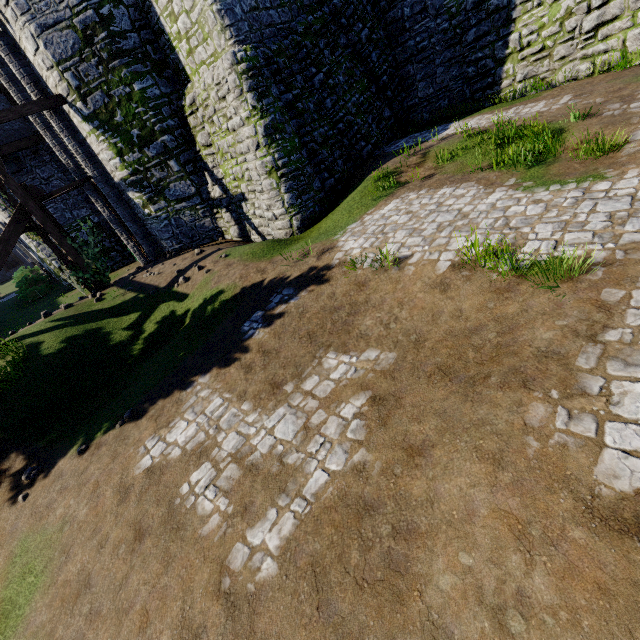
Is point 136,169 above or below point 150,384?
above

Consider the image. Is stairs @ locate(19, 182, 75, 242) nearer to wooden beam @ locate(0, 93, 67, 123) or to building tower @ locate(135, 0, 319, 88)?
wooden beam @ locate(0, 93, 67, 123)

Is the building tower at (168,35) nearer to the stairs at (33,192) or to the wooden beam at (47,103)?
the wooden beam at (47,103)

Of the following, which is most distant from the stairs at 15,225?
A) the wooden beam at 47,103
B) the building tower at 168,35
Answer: the building tower at 168,35

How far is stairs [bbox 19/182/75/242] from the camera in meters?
13.2

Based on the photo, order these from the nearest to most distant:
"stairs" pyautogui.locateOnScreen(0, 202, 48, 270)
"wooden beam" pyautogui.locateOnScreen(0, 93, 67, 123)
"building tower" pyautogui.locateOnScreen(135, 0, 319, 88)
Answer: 1. "building tower" pyautogui.locateOnScreen(135, 0, 319, 88)
2. "wooden beam" pyautogui.locateOnScreen(0, 93, 67, 123)
3. "stairs" pyautogui.locateOnScreen(0, 202, 48, 270)

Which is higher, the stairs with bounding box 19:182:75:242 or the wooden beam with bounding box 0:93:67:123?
the wooden beam with bounding box 0:93:67:123

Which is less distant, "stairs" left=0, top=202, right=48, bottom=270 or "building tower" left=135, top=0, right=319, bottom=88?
"building tower" left=135, top=0, right=319, bottom=88
